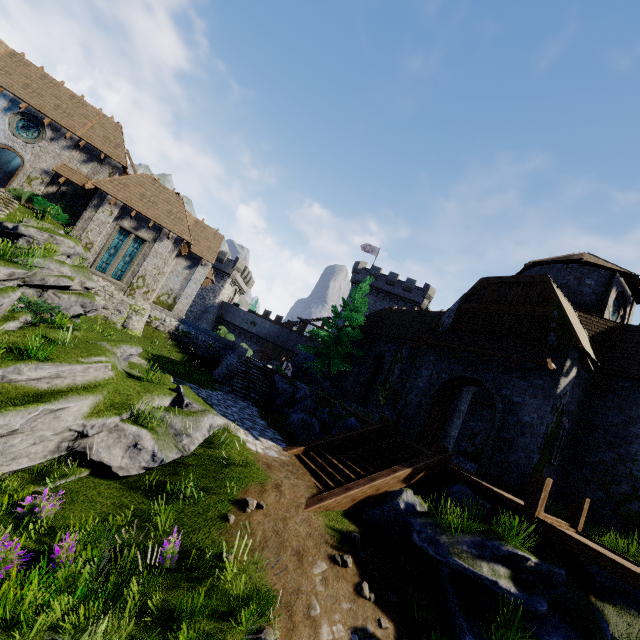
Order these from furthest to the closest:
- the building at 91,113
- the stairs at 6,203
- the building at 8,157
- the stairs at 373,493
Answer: the building at 8,157 < the building at 91,113 < the stairs at 6,203 < the stairs at 373,493

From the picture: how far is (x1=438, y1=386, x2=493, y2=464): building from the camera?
17.4m

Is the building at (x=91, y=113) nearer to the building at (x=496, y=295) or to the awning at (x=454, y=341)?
the building at (x=496, y=295)

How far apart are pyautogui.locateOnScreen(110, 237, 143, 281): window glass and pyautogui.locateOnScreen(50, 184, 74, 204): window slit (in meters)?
5.36

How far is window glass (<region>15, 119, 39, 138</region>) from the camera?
21.6 meters

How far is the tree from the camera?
23.34m

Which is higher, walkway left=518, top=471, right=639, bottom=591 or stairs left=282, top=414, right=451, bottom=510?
walkway left=518, top=471, right=639, bottom=591

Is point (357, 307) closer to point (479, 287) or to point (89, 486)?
point (479, 287)
